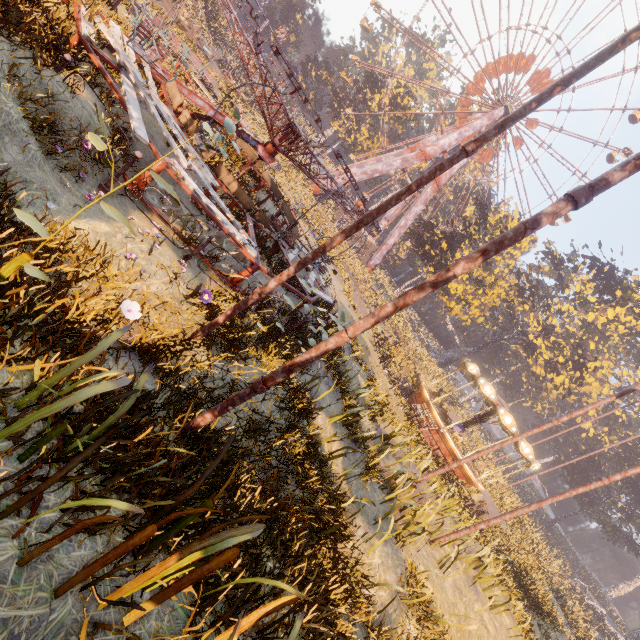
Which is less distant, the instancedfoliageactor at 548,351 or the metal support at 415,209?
the instancedfoliageactor at 548,351

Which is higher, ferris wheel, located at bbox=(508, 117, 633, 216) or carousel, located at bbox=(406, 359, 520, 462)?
ferris wheel, located at bbox=(508, 117, 633, 216)

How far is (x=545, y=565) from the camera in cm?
2441

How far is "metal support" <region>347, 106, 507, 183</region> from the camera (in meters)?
42.50

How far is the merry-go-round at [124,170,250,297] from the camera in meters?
6.6 m

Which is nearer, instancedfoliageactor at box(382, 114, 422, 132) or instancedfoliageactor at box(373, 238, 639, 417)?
instancedfoliageactor at box(373, 238, 639, 417)

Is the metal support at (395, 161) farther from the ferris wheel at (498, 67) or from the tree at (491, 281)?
the tree at (491, 281)

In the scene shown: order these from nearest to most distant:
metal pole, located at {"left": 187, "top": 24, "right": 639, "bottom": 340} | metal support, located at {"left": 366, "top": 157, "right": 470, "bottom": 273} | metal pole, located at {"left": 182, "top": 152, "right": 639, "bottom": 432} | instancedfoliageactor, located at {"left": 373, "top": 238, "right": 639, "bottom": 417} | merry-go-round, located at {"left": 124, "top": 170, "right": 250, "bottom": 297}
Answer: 1. metal pole, located at {"left": 182, "top": 152, "right": 639, "bottom": 432}
2. metal pole, located at {"left": 187, "top": 24, "right": 639, "bottom": 340}
3. merry-go-round, located at {"left": 124, "top": 170, "right": 250, "bottom": 297}
4. instancedfoliageactor, located at {"left": 373, "top": 238, "right": 639, "bottom": 417}
5. metal support, located at {"left": 366, "top": 157, "right": 470, "bottom": 273}
